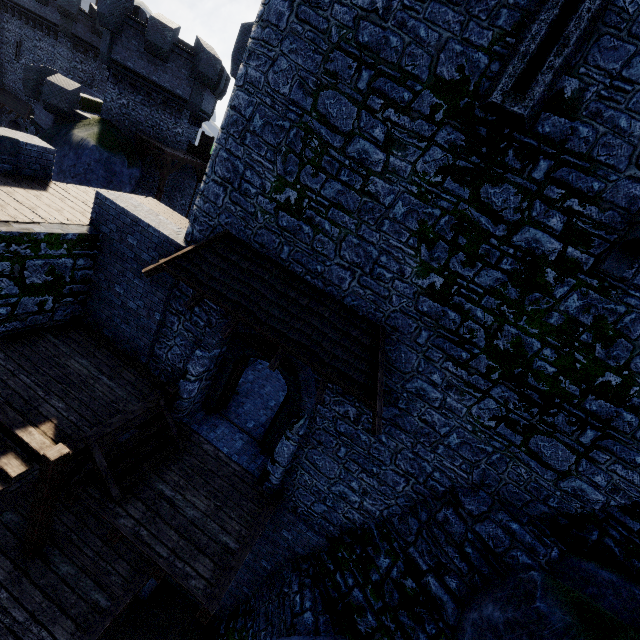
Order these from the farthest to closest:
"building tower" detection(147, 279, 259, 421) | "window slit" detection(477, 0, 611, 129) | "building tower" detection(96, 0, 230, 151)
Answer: "building tower" detection(96, 0, 230, 151) → "building tower" detection(147, 279, 259, 421) → "window slit" detection(477, 0, 611, 129)

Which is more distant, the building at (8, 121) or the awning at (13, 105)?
the building at (8, 121)

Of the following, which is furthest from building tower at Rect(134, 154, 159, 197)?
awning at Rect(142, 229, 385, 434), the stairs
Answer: awning at Rect(142, 229, 385, 434)

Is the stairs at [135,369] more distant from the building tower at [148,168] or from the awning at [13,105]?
the awning at [13,105]

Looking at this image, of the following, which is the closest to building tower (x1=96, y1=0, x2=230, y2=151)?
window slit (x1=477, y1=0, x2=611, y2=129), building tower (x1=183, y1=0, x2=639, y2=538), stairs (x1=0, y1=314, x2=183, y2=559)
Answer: building tower (x1=183, y1=0, x2=639, y2=538)

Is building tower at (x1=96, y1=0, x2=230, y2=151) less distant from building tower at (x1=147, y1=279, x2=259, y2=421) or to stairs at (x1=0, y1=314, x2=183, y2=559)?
building tower at (x1=147, y1=279, x2=259, y2=421)

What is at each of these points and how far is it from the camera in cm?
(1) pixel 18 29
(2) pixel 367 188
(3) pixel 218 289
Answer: (1) building, 3148
(2) building tower, 634
(3) awning, 718

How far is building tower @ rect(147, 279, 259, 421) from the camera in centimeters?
824cm
